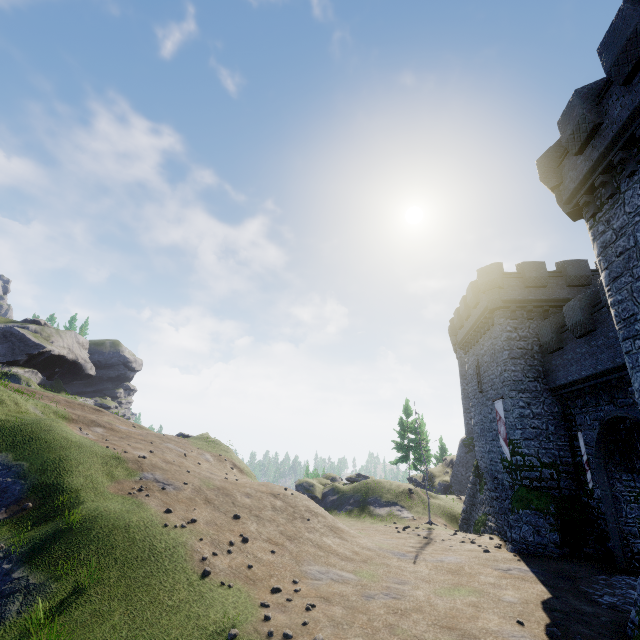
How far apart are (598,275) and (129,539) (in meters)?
29.26

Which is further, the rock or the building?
the rock

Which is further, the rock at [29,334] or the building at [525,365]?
the rock at [29,334]
